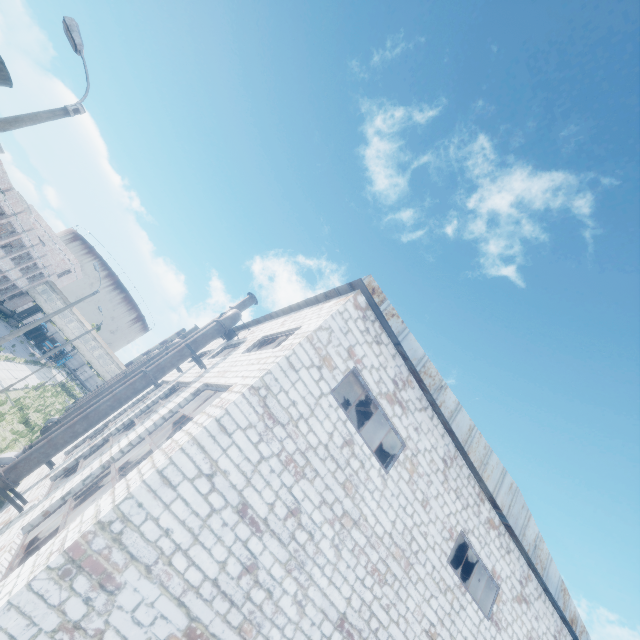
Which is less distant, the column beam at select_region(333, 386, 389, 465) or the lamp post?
Answer: the lamp post

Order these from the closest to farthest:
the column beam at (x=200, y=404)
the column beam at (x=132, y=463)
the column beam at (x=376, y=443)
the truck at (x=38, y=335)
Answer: the column beam at (x=132, y=463) < the column beam at (x=200, y=404) < the column beam at (x=376, y=443) < the truck at (x=38, y=335)

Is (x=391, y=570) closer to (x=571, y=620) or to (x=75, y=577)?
(x=75, y=577)

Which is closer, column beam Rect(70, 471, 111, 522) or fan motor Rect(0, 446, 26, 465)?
column beam Rect(70, 471, 111, 522)

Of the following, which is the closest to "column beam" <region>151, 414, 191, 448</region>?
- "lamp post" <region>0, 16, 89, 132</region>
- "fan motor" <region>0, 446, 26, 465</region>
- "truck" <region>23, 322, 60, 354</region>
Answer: "fan motor" <region>0, 446, 26, 465</region>

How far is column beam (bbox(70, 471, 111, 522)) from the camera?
8.51m

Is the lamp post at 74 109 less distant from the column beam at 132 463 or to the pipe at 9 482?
the column beam at 132 463
